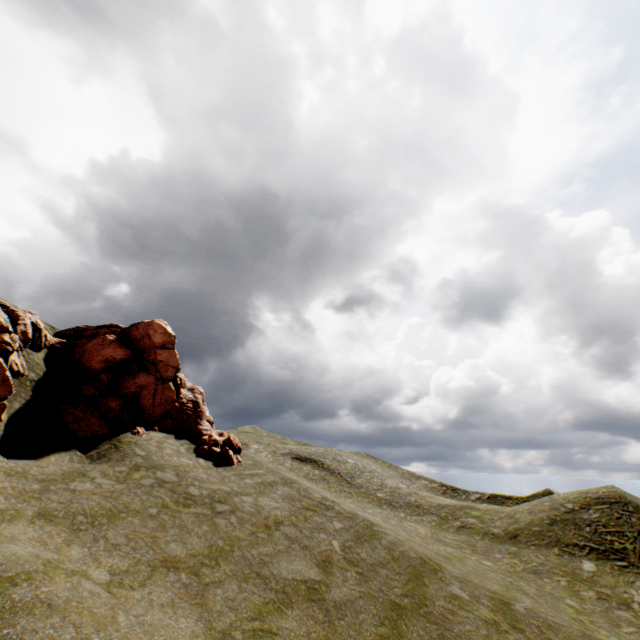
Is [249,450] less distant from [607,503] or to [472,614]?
[472,614]
